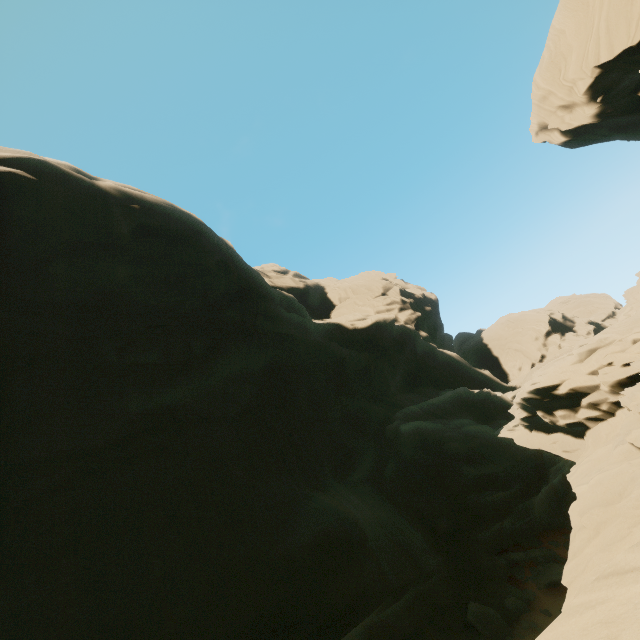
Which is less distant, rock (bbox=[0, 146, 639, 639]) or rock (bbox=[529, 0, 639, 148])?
rock (bbox=[0, 146, 639, 639])

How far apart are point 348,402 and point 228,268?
14.7 meters

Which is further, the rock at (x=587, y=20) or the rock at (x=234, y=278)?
the rock at (x=587, y=20)
